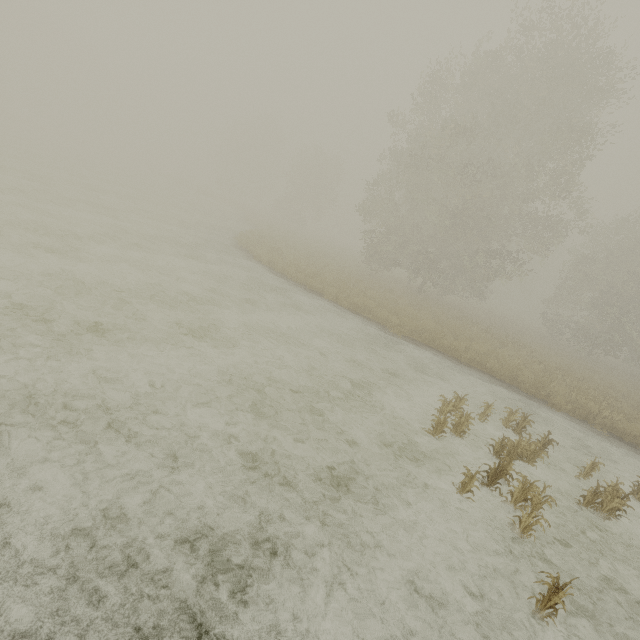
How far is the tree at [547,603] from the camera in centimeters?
371cm

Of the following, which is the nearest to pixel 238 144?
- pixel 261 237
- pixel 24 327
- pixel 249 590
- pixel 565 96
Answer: pixel 261 237

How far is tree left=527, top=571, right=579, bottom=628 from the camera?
3.7m
